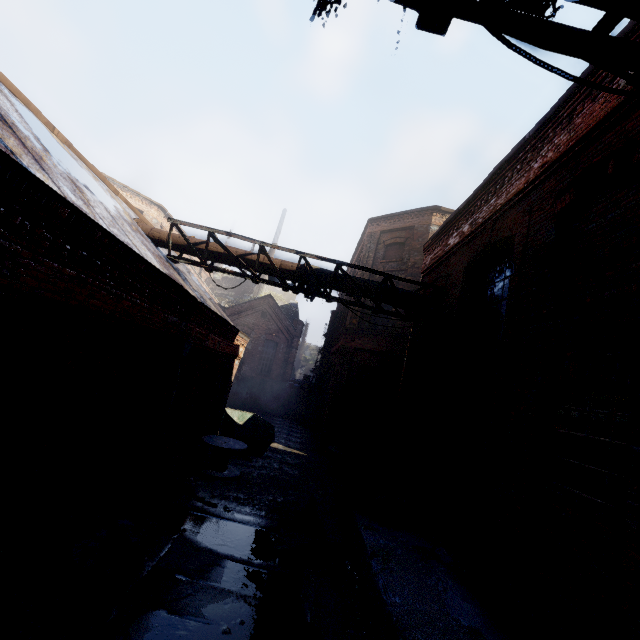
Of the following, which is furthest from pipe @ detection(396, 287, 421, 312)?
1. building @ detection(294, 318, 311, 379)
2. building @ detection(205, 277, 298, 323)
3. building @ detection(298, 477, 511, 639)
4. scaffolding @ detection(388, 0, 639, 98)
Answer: building @ detection(294, 318, 311, 379)

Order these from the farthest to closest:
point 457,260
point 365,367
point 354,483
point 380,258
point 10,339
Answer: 1. point 380,258
2. point 365,367
3. point 457,260
4. point 354,483
5. point 10,339

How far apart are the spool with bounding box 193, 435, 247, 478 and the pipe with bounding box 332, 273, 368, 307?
6.5m

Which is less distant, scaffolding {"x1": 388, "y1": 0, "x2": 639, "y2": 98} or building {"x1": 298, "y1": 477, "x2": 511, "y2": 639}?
scaffolding {"x1": 388, "y1": 0, "x2": 639, "y2": 98}

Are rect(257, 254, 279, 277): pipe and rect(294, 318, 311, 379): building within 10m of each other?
no

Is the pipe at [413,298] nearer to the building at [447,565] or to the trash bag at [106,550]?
the building at [447,565]

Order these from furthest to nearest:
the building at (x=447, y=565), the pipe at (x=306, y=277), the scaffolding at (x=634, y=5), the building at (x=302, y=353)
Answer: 1. the building at (x=302, y=353)
2. the pipe at (x=306, y=277)
3. the building at (x=447, y=565)
4. the scaffolding at (x=634, y=5)

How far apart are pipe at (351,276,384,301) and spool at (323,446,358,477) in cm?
838
